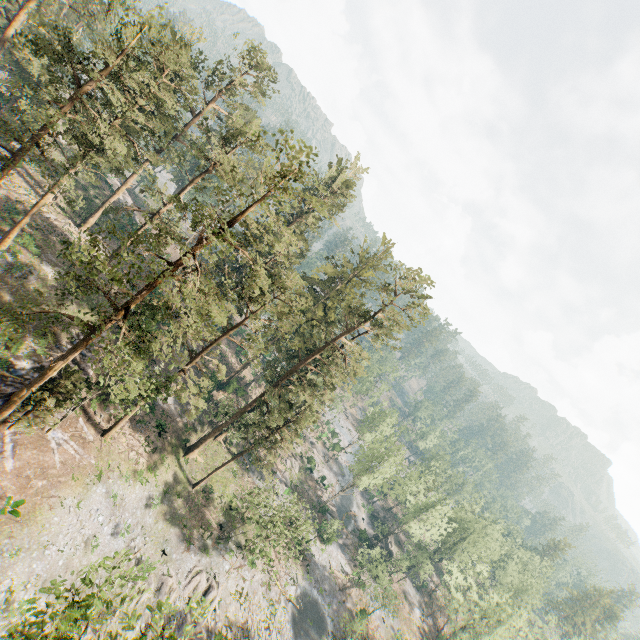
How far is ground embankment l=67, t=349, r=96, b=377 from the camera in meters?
29.6

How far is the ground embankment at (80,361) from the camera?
29.6 meters

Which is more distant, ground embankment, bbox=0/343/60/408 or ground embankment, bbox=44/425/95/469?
ground embankment, bbox=44/425/95/469

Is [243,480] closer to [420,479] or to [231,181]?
[420,479]

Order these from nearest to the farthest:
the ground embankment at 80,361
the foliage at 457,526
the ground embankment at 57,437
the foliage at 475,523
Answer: the ground embankment at 57,437 → the ground embankment at 80,361 → the foliage at 457,526 → the foliage at 475,523

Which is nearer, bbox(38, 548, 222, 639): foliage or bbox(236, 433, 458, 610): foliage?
bbox(38, 548, 222, 639): foliage

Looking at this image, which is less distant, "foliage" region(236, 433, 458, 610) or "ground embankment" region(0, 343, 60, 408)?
"ground embankment" region(0, 343, 60, 408)
